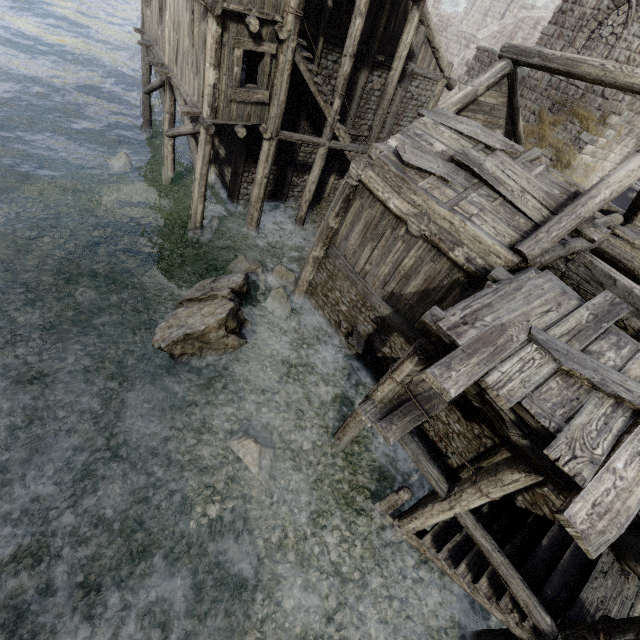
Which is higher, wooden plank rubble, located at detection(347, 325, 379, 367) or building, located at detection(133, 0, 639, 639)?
building, located at detection(133, 0, 639, 639)

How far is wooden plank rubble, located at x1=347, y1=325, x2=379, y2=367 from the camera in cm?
951

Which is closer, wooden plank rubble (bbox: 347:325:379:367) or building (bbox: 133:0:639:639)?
building (bbox: 133:0:639:639)

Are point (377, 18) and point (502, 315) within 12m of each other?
no

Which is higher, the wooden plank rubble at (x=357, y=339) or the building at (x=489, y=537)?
the building at (x=489, y=537)

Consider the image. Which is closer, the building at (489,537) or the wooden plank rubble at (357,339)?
the building at (489,537)
